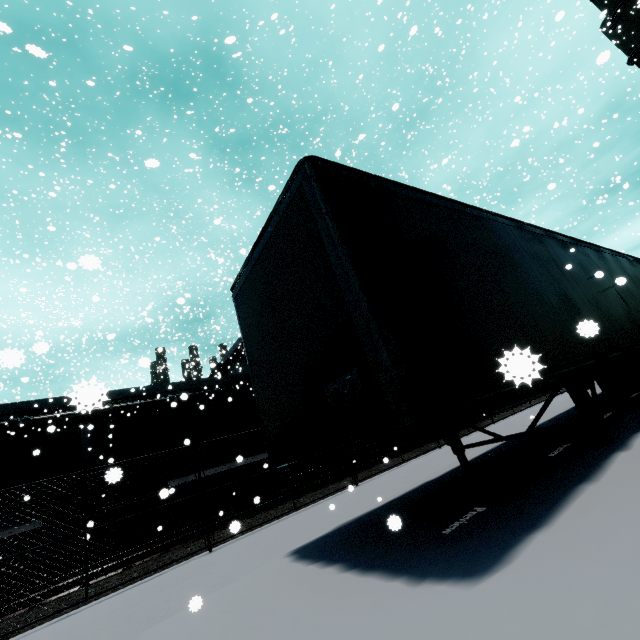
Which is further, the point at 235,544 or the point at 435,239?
the point at 235,544

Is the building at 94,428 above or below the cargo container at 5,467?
above

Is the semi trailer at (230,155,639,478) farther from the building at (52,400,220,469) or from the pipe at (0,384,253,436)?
the pipe at (0,384,253,436)

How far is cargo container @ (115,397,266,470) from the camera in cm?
1129

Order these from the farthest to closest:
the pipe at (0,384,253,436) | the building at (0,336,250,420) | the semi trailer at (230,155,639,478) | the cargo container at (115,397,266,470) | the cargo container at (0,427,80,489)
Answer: the pipe at (0,384,253,436) < the cargo container at (115,397,266,470) < the cargo container at (0,427,80,489) < the semi trailer at (230,155,639,478) < the building at (0,336,250,420)

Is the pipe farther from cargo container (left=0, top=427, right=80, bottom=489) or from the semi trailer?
the semi trailer

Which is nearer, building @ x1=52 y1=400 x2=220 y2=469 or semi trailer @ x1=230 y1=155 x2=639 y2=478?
semi trailer @ x1=230 y1=155 x2=639 y2=478

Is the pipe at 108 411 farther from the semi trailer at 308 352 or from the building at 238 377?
the semi trailer at 308 352
